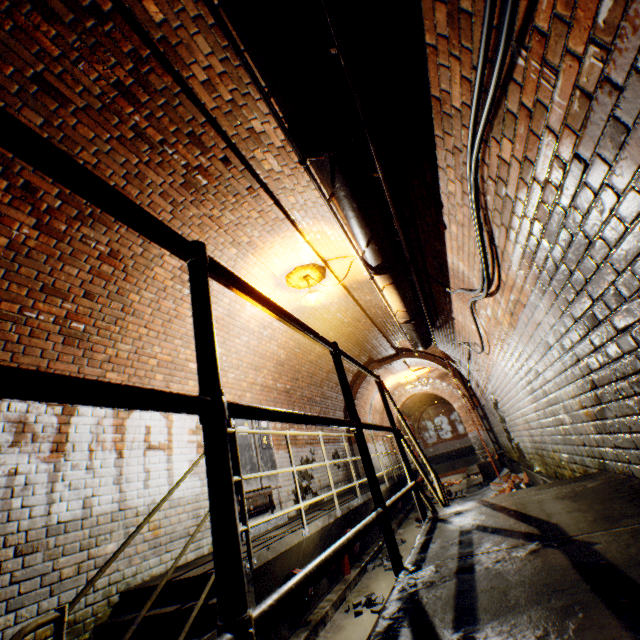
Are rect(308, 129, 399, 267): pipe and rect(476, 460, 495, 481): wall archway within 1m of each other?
no

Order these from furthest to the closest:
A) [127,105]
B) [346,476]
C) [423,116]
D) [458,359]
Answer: [346,476] → [458,359] → [127,105] → [423,116]

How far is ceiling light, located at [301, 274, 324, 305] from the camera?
5.5 meters

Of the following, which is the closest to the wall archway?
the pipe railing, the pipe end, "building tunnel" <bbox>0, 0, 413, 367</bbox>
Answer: "building tunnel" <bbox>0, 0, 413, 367</bbox>

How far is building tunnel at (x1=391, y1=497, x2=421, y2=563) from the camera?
5.9m

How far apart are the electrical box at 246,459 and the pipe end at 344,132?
4.40m

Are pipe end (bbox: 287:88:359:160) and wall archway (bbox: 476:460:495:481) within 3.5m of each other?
no

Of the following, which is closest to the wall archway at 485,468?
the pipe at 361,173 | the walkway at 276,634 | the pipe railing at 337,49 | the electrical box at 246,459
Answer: the pipe railing at 337,49
